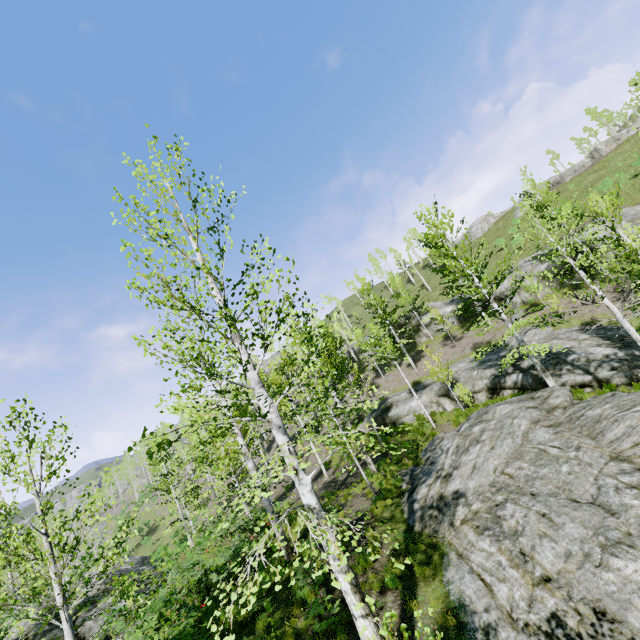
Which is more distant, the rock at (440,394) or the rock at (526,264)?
the rock at (526,264)

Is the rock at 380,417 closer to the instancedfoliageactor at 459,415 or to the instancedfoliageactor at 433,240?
the instancedfoliageactor at 433,240

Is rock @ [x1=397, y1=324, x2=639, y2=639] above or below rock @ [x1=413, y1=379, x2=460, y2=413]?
below

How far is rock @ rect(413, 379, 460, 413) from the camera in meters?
22.9 m

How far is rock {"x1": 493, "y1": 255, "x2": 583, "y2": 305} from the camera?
25.1m

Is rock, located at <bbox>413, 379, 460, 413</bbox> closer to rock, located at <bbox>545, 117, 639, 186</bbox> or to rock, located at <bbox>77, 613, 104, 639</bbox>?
rock, located at <bbox>77, 613, 104, 639</bbox>

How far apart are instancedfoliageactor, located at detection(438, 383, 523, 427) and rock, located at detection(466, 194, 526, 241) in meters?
41.3

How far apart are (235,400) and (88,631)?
13.2m
